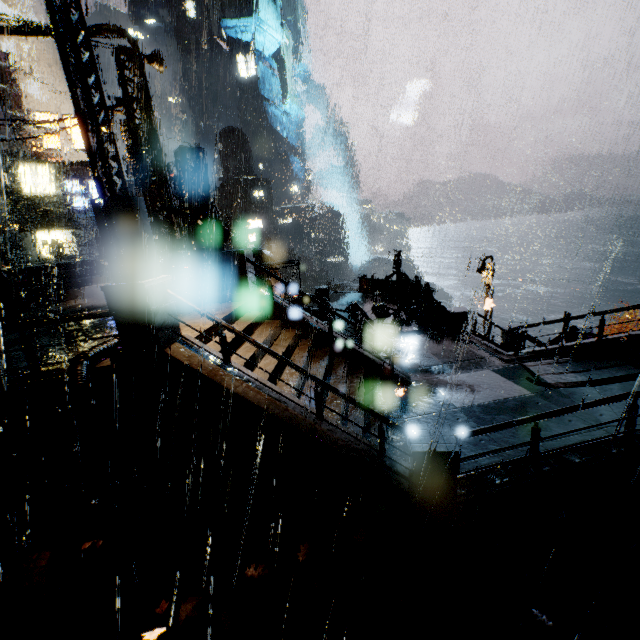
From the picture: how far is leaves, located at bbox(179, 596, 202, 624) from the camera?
4.9m

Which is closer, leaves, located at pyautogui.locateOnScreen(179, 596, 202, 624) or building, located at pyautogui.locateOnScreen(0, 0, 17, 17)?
leaves, located at pyautogui.locateOnScreen(179, 596, 202, 624)

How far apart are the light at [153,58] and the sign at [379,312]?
14.42m

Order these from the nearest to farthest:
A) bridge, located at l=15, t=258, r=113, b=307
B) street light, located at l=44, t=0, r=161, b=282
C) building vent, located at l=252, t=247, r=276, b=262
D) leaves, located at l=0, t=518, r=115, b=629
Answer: →
street light, located at l=44, t=0, r=161, b=282
leaves, located at l=0, t=518, r=115, b=629
bridge, located at l=15, t=258, r=113, b=307
building vent, located at l=252, t=247, r=276, b=262

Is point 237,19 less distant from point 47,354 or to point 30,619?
point 47,354

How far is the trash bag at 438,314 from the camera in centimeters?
1584cm

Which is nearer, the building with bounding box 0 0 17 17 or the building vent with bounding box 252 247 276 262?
the building vent with bounding box 252 247 276 262

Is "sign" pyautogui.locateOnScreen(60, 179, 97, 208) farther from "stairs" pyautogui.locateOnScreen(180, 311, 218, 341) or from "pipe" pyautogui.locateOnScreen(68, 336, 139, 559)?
"stairs" pyautogui.locateOnScreen(180, 311, 218, 341)
